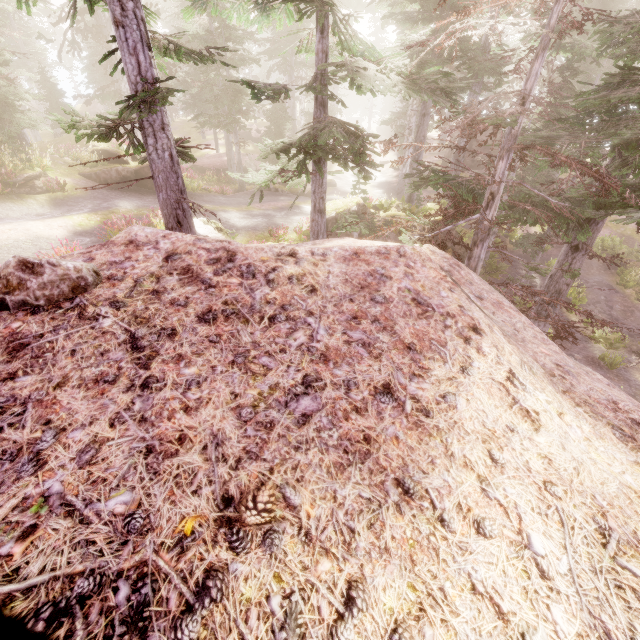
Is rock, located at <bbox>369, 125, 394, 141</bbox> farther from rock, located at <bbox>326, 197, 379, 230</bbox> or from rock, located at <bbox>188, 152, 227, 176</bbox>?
rock, located at <bbox>326, 197, 379, 230</bbox>

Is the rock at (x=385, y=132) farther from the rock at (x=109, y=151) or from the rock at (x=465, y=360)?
the rock at (x=109, y=151)

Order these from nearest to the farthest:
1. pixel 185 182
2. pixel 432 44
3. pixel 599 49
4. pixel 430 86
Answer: pixel 430 86
pixel 599 49
pixel 185 182
pixel 432 44

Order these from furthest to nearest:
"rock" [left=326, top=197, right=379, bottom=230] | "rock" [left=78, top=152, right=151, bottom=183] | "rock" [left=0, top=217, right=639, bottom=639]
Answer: "rock" [left=78, top=152, right=151, bottom=183]
"rock" [left=326, top=197, right=379, bottom=230]
"rock" [left=0, top=217, right=639, bottom=639]

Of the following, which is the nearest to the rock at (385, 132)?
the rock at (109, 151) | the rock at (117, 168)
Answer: the rock at (109, 151)

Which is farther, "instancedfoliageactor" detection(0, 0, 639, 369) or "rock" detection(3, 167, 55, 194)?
"rock" detection(3, 167, 55, 194)

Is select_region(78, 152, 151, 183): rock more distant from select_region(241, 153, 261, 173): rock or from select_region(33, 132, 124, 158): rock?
select_region(241, 153, 261, 173): rock

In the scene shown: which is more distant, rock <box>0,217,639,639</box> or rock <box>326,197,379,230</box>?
rock <box>326,197,379,230</box>
